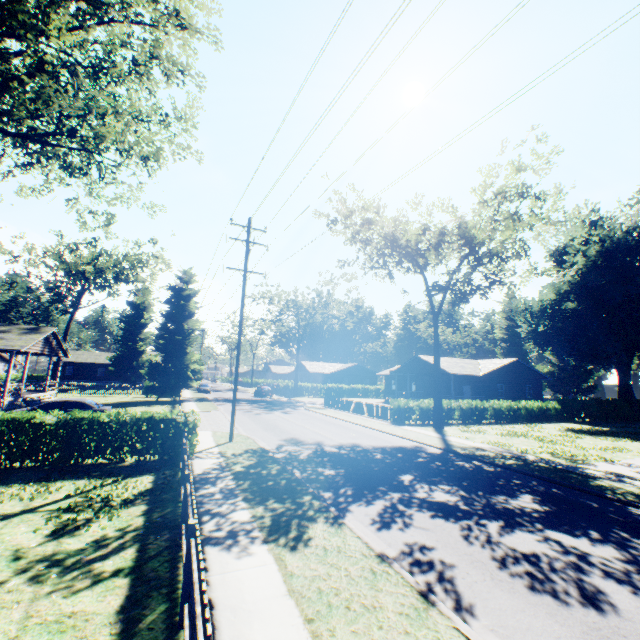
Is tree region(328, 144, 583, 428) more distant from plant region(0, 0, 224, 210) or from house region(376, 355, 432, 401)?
plant region(0, 0, 224, 210)

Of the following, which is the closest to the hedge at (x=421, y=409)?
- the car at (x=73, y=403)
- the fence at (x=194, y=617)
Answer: the fence at (x=194, y=617)

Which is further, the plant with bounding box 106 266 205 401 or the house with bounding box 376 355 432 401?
the house with bounding box 376 355 432 401

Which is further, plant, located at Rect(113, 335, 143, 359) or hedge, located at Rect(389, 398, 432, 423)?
plant, located at Rect(113, 335, 143, 359)

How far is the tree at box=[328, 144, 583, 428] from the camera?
21.70m

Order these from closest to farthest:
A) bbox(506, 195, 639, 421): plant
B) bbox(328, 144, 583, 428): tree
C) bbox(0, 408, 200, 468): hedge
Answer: bbox(0, 408, 200, 468): hedge → bbox(328, 144, 583, 428): tree → bbox(506, 195, 639, 421): plant

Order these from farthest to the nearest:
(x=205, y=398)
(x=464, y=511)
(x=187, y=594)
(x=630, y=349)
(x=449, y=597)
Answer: (x=205, y=398)
(x=630, y=349)
(x=464, y=511)
(x=449, y=597)
(x=187, y=594)

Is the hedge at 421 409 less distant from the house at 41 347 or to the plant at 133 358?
the plant at 133 358
